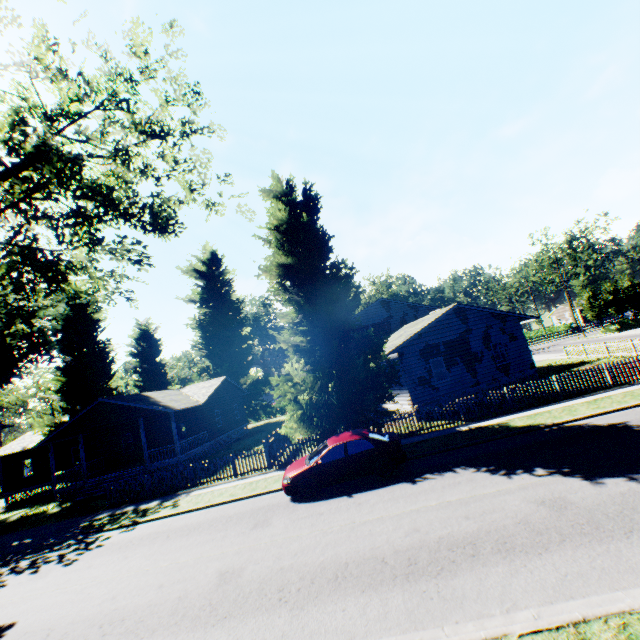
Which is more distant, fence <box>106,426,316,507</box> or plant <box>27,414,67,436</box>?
plant <box>27,414,67,436</box>

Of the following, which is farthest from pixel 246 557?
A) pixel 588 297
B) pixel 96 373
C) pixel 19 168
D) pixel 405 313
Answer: pixel 588 297

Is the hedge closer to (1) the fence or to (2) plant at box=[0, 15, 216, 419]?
(2) plant at box=[0, 15, 216, 419]

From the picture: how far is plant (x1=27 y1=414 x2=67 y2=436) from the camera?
29.4m

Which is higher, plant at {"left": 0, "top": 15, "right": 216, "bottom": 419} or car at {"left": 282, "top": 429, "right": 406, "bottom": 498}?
plant at {"left": 0, "top": 15, "right": 216, "bottom": 419}

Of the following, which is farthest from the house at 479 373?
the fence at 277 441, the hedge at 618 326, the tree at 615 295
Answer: the tree at 615 295

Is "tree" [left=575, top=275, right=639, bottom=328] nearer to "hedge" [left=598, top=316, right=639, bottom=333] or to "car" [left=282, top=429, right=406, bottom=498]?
"hedge" [left=598, top=316, right=639, bottom=333]

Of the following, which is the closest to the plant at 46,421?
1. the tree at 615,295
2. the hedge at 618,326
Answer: the hedge at 618,326
